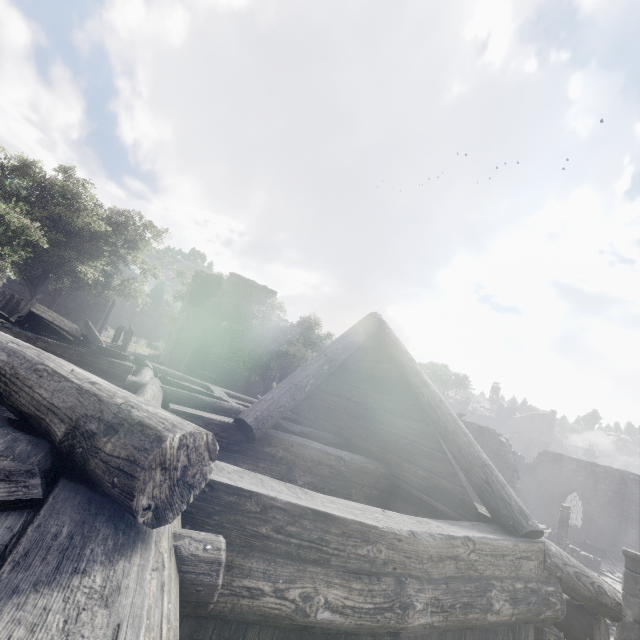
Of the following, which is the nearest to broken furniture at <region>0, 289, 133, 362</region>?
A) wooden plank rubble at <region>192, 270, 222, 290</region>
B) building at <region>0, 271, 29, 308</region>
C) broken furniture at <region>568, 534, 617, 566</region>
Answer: building at <region>0, 271, 29, 308</region>

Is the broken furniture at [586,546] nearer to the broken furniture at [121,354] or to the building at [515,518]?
the building at [515,518]

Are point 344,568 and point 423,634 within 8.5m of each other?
yes

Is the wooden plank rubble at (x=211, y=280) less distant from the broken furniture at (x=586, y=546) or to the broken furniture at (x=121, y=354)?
the broken furniture at (x=121, y=354)

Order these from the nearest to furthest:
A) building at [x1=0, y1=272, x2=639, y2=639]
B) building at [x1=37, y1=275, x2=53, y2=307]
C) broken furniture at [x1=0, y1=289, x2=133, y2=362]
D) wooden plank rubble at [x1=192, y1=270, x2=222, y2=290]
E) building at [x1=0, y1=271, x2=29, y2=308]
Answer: building at [x1=0, y1=272, x2=639, y2=639] < broken furniture at [x1=0, y1=289, x2=133, y2=362] < building at [x1=0, y1=271, x2=29, y2=308] < building at [x1=37, y1=275, x2=53, y2=307] < wooden plank rubble at [x1=192, y1=270, x2=222, y2=290]

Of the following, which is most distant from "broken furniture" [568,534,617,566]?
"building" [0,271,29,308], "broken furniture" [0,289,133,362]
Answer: "broken furniture" [0,289,133,362]

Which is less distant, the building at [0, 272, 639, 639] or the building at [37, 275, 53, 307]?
the building at [0, 272, 639, 639]

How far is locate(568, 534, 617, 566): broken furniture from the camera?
24.11m
